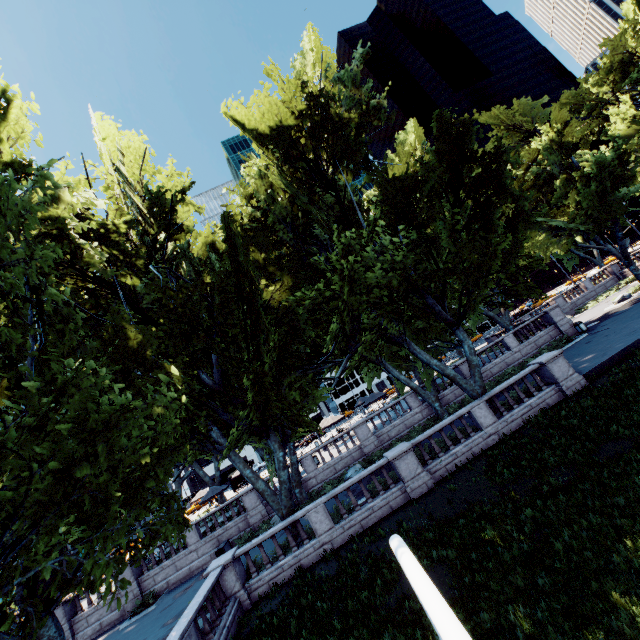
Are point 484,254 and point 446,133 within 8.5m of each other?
yes

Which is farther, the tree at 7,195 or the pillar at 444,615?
the tree at 7,195

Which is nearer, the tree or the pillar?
the pillar

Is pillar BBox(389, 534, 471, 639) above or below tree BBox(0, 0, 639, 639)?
below

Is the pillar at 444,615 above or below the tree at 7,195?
below
